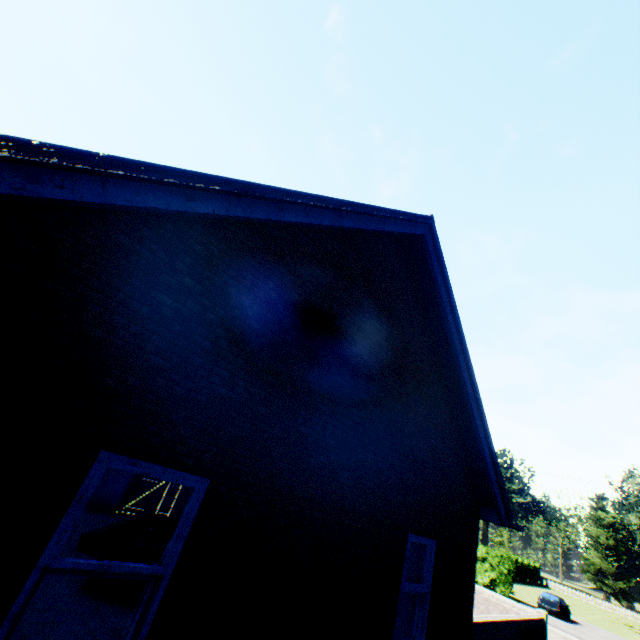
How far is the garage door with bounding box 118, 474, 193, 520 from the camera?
11.3m

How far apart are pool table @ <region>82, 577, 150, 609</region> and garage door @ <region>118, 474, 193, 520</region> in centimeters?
597cm

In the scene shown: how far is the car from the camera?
29.19m

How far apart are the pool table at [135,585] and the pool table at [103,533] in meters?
0.3 m

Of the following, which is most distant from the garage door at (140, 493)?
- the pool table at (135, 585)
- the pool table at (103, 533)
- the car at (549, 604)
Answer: the car at (549, 604)

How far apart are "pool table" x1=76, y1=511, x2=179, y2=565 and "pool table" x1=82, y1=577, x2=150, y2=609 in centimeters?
27cm

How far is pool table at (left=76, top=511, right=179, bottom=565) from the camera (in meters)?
5.58

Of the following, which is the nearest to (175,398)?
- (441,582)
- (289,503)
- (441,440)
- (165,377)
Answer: (165,377)
